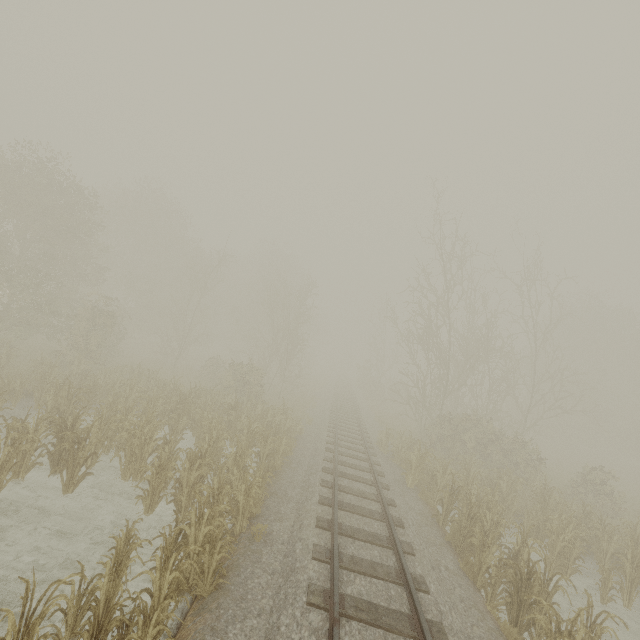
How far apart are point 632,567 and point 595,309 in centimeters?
3787cm
